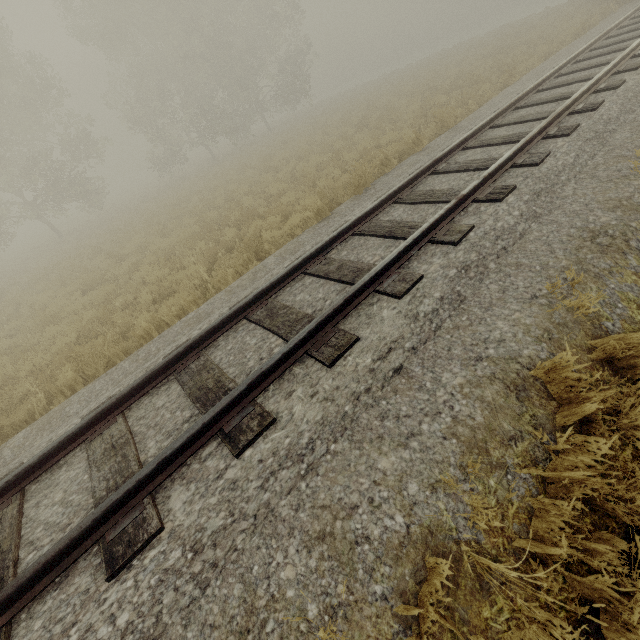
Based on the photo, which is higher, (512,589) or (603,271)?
(603,271)
